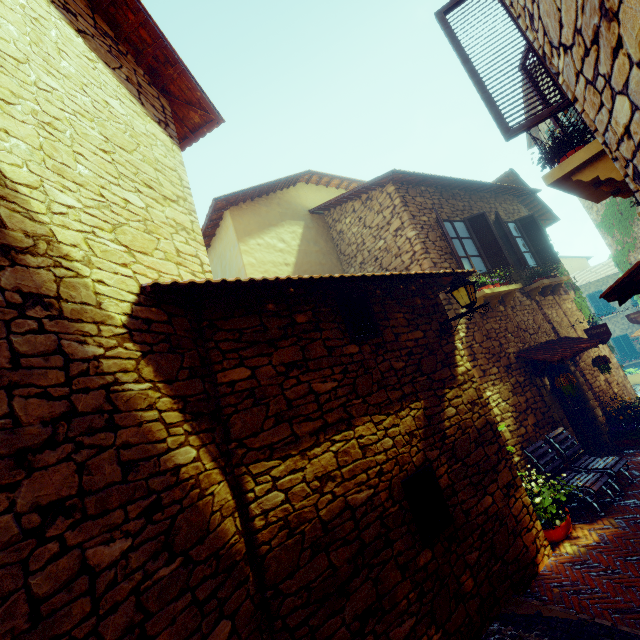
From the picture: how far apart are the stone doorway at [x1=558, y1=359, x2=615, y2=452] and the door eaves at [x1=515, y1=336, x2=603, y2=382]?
0.0m

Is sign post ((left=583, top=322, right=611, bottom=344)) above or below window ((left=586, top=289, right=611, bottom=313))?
below

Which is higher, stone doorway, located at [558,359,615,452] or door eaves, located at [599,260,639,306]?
door eaves, located at [599,260,639,306]

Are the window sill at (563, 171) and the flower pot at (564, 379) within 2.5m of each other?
no

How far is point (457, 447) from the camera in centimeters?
→ 456cm

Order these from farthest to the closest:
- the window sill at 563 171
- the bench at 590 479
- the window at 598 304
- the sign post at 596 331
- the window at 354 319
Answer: the window at 598 304 → the sign post at 596 331 → the bench at 590 479 → the window at 354 319 → the window sill at 563 171

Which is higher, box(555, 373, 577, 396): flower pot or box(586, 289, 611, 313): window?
box(586, 289, 611, 313): window

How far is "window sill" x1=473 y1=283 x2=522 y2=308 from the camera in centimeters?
685cm
